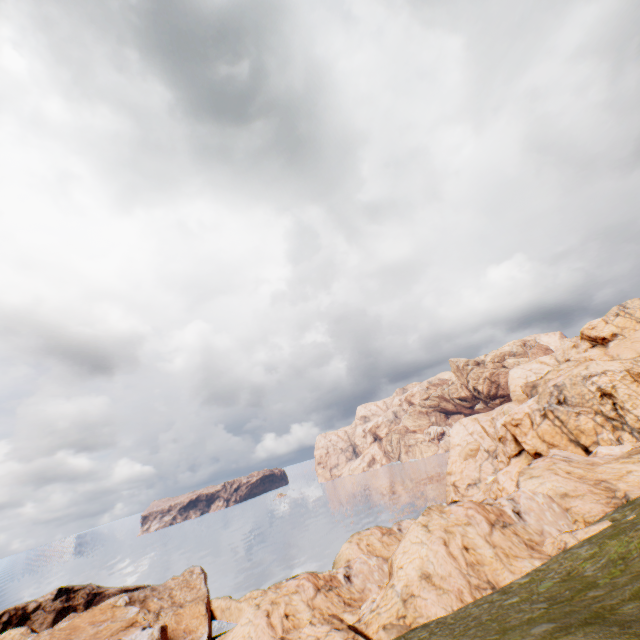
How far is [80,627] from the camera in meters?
40.0 m
